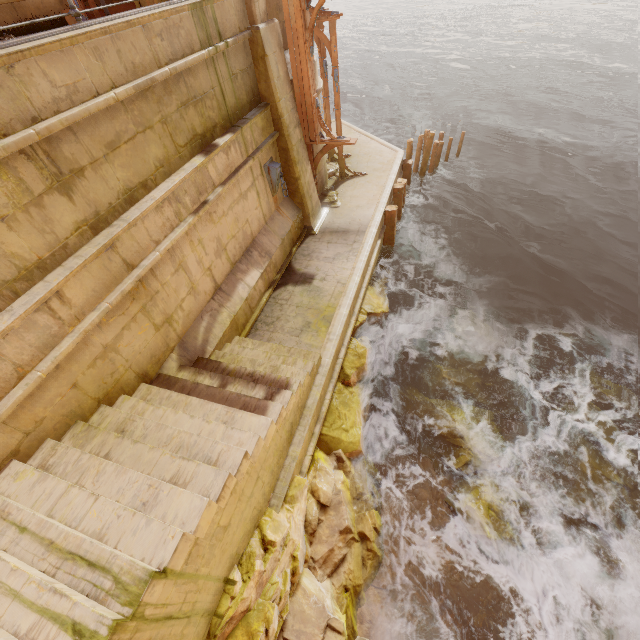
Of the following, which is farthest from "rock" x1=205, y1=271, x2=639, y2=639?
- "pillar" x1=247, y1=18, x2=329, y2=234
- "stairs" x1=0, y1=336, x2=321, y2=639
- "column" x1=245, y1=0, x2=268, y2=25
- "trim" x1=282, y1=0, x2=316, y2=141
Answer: "column" x1=245, y1=0, x2=268, y2=25

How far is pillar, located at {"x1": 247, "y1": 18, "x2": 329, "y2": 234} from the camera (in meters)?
7.64

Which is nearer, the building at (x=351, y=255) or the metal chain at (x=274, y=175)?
the building at (x=351, y=255)

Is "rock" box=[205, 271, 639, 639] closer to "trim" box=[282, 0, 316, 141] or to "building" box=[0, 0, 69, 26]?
"building" box=[0, 0, 69, 26]

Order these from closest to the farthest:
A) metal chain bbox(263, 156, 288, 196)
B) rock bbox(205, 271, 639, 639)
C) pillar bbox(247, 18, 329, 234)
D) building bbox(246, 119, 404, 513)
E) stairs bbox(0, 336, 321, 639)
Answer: stairs bbox(0, 336, 321, 639) → rock bbox(205, 271, 639, 639) → building bbox(246, 119, 404, 513) → pillar bbox(247, 18, 329, 234) → metal chain bbox(263, 156, 288, 196)

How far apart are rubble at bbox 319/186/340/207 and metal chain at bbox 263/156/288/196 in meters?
2.6 m

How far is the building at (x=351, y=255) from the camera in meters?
6.9 m

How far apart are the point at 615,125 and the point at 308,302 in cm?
2327
